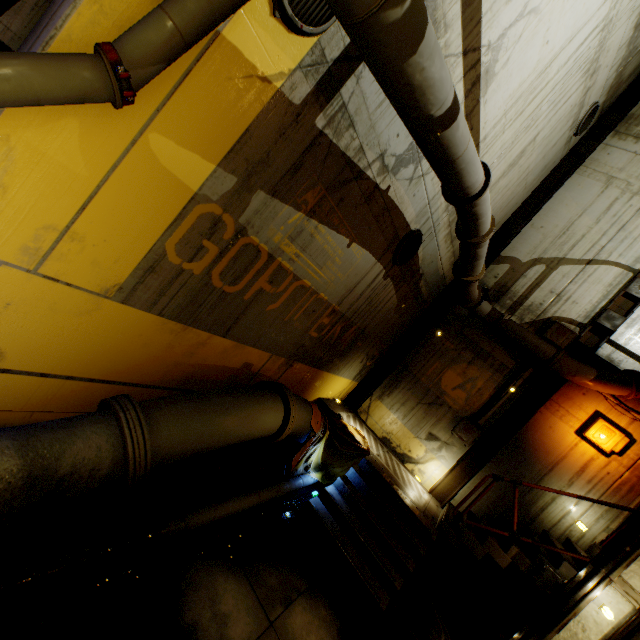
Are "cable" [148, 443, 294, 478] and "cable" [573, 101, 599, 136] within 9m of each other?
no

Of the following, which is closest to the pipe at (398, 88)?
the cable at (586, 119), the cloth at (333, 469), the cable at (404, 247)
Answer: the cloth at (333, 469)

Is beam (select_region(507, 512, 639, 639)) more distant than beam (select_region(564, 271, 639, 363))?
No

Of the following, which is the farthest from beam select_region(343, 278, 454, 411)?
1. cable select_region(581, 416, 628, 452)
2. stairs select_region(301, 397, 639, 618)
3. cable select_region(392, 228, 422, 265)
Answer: cable select_region(581, 416, 628, 452)

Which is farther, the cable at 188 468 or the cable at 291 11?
the cable at 188 468

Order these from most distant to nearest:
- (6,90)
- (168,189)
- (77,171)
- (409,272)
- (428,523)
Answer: (409,272) → (428,523) → (168,189) → (77,171) → (6,90)

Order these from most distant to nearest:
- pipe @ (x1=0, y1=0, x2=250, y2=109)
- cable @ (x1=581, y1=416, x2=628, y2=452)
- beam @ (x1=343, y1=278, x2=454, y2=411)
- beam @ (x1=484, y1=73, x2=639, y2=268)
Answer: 1. beam @ (x1=343, y1=278, x2=454, y2=411)
2. beam @ (x1=484, y1=73, x2=639, y2=268)
3. cable @ (x1=581, y1=416, x2=628, y2=452)
4. pipe @ (x1=0, y1=0, x2=250, y2=109)

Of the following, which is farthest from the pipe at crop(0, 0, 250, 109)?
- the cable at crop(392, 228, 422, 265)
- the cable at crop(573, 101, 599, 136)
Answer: the cable at crop(573, 101, 599, 136)
